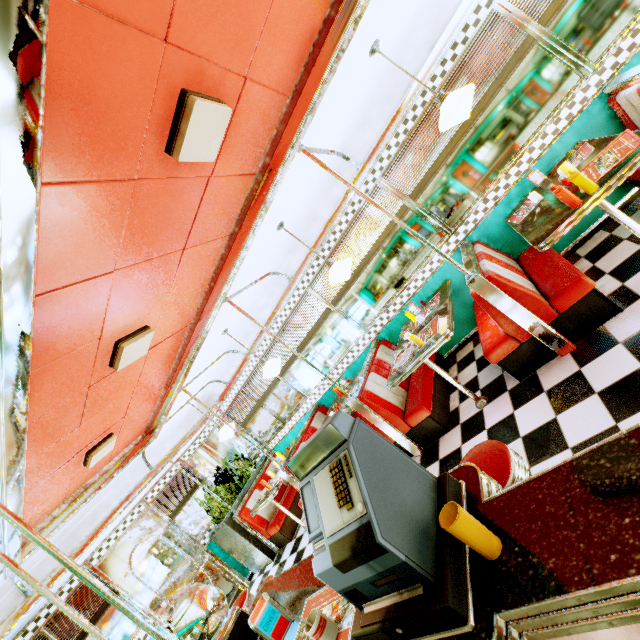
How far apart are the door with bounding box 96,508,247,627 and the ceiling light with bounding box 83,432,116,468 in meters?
2.8

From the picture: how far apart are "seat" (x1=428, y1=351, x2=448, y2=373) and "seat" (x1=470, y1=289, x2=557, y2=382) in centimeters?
88cm

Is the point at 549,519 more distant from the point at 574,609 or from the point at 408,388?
the point at 408,388

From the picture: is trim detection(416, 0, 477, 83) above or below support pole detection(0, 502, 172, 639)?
above

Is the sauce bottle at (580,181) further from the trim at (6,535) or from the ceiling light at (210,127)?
the ceiling light at (210,127)

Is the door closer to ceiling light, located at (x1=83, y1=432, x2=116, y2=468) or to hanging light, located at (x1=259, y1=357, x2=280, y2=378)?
ceiling light, located at (x1=83, y1=432, x2=116, y2=468)

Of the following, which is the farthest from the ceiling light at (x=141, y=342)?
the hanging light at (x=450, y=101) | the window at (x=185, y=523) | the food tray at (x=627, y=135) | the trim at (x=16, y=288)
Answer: the window at (x=185, y=523)

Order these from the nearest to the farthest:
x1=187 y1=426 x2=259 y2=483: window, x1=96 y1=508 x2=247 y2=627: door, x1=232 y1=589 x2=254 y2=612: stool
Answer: x1=232 y1=589 x2=254 y2=612: stool
x1=96 y1=508 x2=247 y2=627: door
x1=187 y1=426 x2=259 y2=483: window
